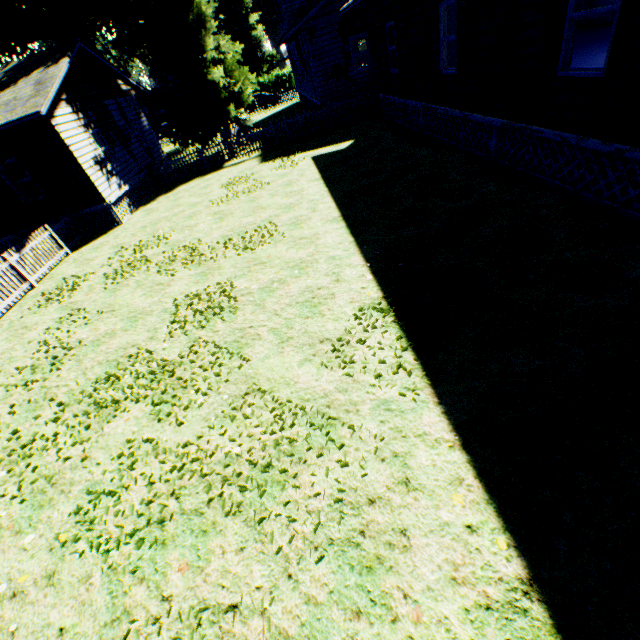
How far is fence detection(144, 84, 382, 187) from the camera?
17.5 meters

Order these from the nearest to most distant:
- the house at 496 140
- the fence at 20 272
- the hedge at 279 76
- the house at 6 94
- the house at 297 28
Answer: the house at 496 140
the fence at 20 272
the house at 6 94
the house at 297 28
the hedge at 279 76

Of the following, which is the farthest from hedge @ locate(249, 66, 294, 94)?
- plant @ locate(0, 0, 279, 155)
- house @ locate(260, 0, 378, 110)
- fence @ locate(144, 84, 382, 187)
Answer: fence @ locate(144, 84, 382, 187)

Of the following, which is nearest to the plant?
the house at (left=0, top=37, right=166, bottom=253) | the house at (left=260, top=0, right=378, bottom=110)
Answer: the house at (left=0, top=37, right=166, bottom=253)

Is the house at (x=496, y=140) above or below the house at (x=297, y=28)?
below

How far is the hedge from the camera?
47.31m

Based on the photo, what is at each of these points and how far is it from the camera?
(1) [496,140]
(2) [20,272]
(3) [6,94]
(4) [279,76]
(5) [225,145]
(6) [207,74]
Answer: (1) house, 8.2m
(2) fence, 10.7m
(3) house, 12.3m
(4) hedge, 47.5m
(5) fence, 18.9m
(6) plant, 17.7m

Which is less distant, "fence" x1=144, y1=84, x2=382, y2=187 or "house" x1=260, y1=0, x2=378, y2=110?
"house" x1=260, y1=0, x2=378, y2=110
